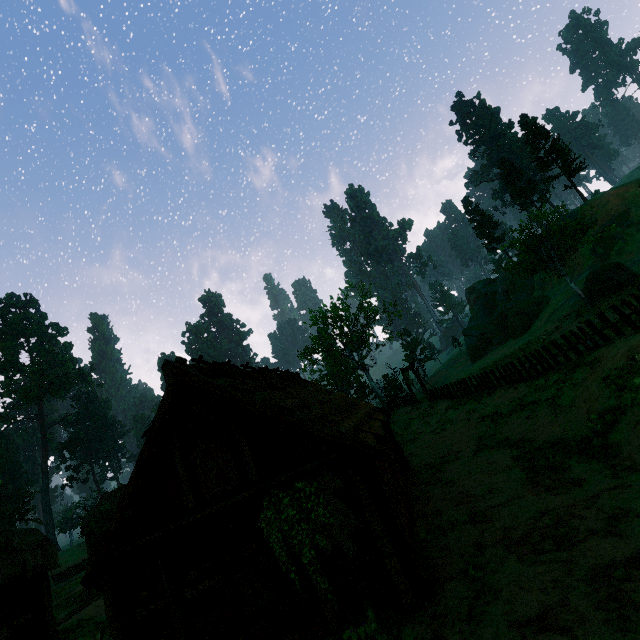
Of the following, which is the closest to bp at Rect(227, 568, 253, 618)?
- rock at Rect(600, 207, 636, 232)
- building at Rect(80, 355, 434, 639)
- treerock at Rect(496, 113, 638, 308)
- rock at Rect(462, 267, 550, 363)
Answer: building at Rect(80, 355, 434, 639)

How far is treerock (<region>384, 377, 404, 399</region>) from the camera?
38.78m

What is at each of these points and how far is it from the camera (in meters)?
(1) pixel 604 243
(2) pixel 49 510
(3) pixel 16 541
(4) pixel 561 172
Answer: (1) rock, 37.78
(2) treerock, 59.81
(3) building, 10.09
(4) treerock, 46.06

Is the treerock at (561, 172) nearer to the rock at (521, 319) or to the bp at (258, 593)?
the rock at (521, 319)

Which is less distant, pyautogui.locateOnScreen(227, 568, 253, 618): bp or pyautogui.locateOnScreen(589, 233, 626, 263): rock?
pyautogui.locateOnScreen(227, 568, 253, 618): bp

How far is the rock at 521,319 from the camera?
41.88m

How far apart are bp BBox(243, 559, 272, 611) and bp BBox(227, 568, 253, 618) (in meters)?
0.19

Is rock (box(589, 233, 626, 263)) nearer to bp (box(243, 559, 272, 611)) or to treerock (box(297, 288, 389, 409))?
treerock (box(297, 288, 389, 409))
